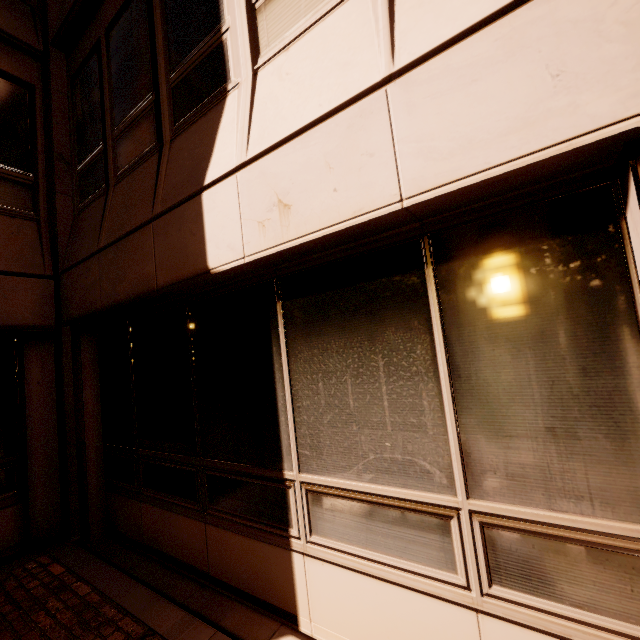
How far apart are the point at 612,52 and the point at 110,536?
6.6 meters
